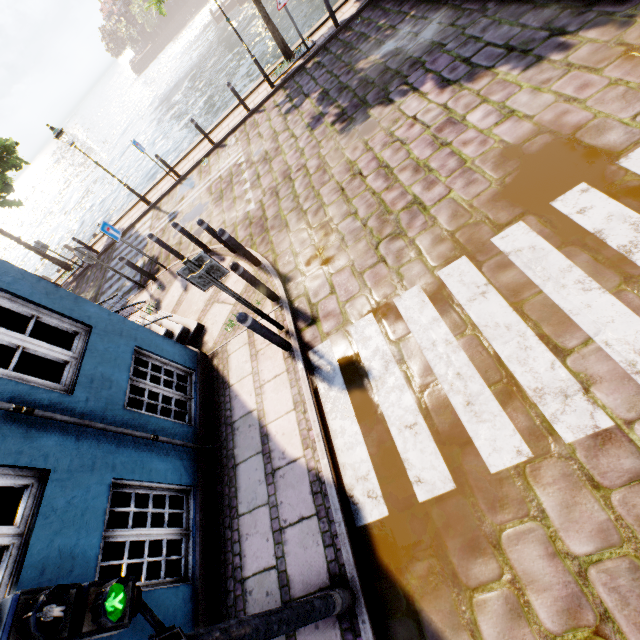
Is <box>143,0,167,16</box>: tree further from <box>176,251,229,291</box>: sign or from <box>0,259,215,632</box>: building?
<box>176,251,229,291</box>: sign

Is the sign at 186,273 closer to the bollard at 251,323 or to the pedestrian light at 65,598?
the bollard at 251,323

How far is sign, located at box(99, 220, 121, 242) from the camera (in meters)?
8.05

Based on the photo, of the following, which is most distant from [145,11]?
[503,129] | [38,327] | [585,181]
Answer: [585,181]

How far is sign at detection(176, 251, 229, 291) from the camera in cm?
413

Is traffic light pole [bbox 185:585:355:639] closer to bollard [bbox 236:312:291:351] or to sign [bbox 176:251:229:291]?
bollard [bbox 236:312:291:351]

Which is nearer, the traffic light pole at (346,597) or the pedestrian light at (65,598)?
the pedestrian light at (65,598)

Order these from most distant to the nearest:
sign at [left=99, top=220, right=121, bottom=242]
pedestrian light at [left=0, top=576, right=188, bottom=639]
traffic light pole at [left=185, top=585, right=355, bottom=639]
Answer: sign at [left=99, top=220, right=121, bottom=242] < traffic light pole at [left=185, top=585, right=355, bottom=639] < pedestrian light at [left=0, top=576, right=188, bottom=639]
